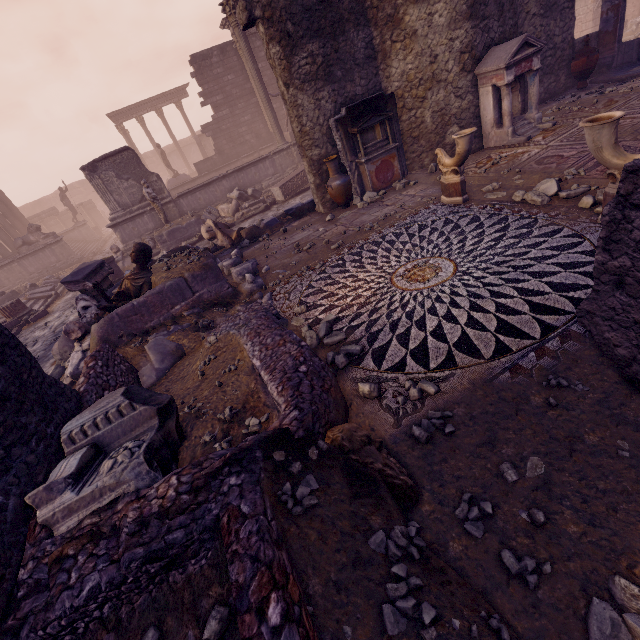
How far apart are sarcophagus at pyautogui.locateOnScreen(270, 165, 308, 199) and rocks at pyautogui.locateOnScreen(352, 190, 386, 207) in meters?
5.2 m

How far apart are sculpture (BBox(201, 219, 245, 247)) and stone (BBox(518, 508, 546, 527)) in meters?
9.5

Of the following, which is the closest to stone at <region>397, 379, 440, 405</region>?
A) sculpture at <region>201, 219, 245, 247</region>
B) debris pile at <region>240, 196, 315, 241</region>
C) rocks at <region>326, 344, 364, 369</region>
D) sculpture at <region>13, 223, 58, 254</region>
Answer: rocks at <region>326, 344, 364, 369</region>

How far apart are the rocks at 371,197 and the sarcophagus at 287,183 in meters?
5.2 m

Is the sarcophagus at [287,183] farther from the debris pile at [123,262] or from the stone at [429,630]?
the stone at [429,630]

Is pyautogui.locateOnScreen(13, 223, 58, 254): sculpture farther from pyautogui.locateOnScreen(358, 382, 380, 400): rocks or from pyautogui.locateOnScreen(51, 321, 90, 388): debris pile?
pyautogui.locateOnScreen(358, 382, 380, 400): rocks

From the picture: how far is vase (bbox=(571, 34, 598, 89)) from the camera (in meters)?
9.63

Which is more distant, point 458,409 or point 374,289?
point 374,289
